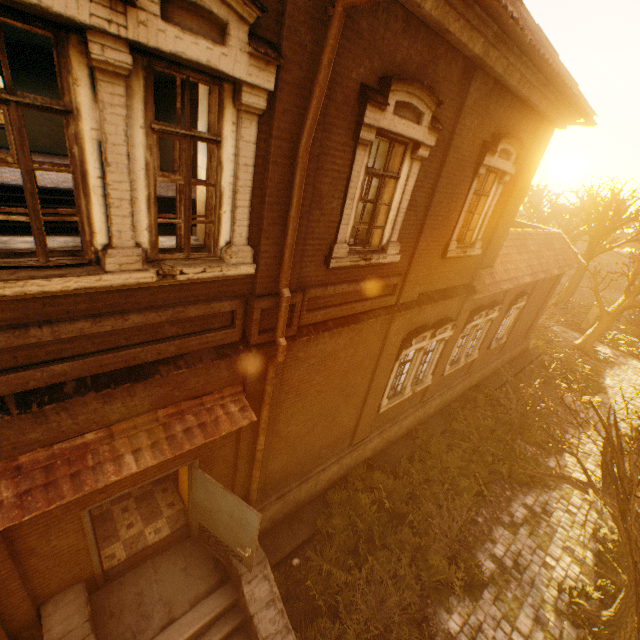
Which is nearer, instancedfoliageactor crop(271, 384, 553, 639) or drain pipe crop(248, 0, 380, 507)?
drain pipe crop(248, 0, 380, 507)

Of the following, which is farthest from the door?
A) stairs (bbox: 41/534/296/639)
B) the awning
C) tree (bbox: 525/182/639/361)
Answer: tree (bbox: 525/182/639/361)

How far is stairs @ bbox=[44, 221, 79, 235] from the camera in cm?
868

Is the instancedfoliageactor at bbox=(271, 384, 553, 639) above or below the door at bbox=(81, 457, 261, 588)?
below

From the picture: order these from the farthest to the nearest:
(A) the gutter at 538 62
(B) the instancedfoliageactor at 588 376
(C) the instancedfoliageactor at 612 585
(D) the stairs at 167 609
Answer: (B) the instancedfoliageactor at 588 376
(C) the instancedfoliageactor at 612 585
(D) the stairs at 167 609
(A) the gutter at 538 62

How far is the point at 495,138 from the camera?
7.1 meters

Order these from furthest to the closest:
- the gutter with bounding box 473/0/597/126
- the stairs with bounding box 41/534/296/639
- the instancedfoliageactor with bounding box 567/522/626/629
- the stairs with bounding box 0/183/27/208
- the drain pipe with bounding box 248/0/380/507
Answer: the stairs with bounding box 0/183/27/208, the instancedfoliageactor with bounding box 567/522/626/629, the stairs with bounding box 41/534/296/639, the gutter with bounding box 473/0/597/126, the drain pipe with bounding box 248/0/380/507

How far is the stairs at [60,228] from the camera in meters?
8.7 m
